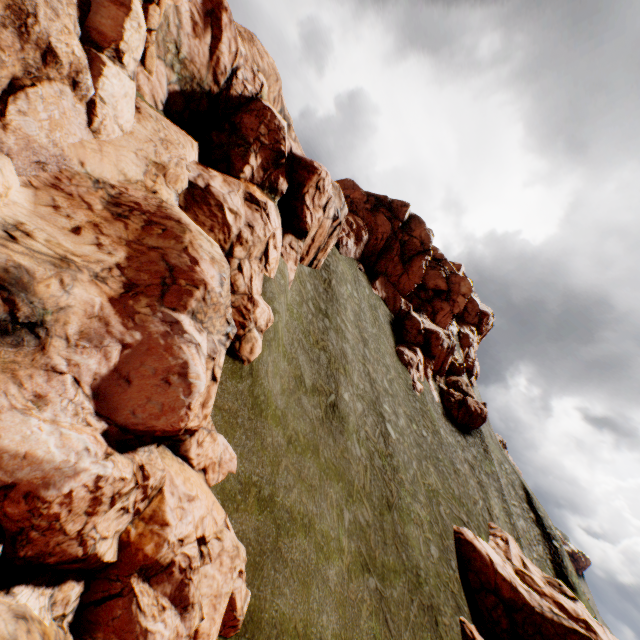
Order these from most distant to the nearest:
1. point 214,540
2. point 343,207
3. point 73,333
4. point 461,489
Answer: point 461,489, point 343,207, point 214,540, point 73,333

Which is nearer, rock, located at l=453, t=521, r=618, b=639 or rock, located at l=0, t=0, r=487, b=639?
rock, located at l=0, t=0, r=487, b=639

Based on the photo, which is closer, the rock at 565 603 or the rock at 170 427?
the rock at 170 427
